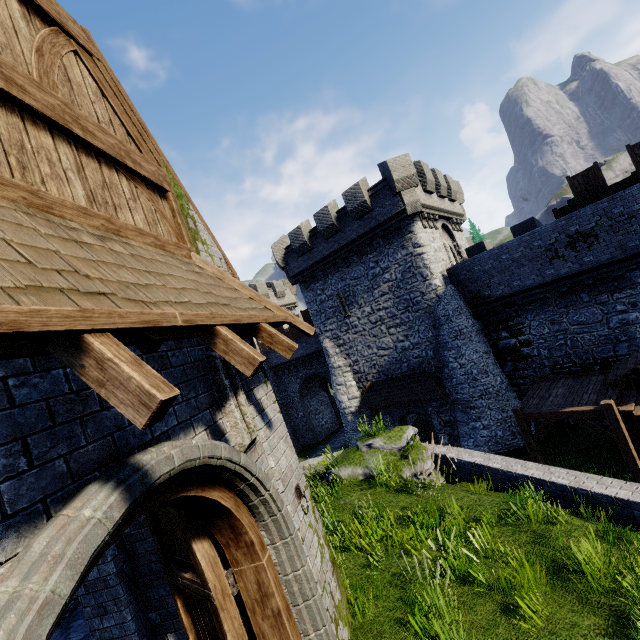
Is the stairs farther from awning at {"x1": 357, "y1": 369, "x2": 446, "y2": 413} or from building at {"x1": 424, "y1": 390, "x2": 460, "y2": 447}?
building at {"x1": 424, "y1": 390, "x2": 460, "y2": 447}

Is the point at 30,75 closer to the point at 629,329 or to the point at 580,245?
the point at 580,245

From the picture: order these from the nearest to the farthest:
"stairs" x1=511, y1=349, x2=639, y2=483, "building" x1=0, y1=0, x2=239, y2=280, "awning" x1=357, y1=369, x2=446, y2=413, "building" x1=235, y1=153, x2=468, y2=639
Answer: "building" x1=0, y1=0, x2=239, y2=280 < "building" x1=235, y1=153, x2=468, y2=639 < "stairs" x1=511, y1=349, x2=639, y2=483 < "awning" x1=357, y1=369, x2=446, y2=413

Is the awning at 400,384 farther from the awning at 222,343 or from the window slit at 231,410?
the window slit at 231,410

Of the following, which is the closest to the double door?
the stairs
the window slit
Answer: the window slit

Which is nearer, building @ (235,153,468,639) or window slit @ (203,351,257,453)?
window slit @ (203,351,257,453)

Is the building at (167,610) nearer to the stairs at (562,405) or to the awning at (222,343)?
the awning at (222,343)

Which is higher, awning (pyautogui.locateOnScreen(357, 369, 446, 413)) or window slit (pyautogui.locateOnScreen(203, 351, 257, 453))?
window slit (pyautogui.locateOnScreen(203, 351, 257, 453))
